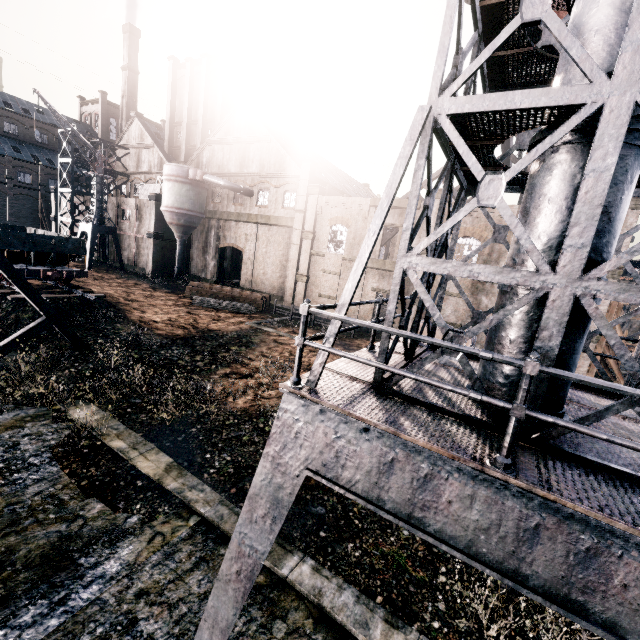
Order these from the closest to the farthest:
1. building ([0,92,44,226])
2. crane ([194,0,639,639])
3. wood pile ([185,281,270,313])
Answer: crane ([194,0,639,639])
wood pile ([185,281,270,313])
building ([0,92,44,226])

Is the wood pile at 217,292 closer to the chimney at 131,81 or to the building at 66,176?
the building at 66,176

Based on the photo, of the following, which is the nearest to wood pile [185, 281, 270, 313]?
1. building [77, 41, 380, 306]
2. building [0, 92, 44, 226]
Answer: building [77, 41, 380, 306]

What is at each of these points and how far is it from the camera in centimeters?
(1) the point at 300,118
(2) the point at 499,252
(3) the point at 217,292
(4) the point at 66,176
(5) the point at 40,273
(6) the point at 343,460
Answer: (1) chimney, 5359cm
(2) building, 2517cm
(3) wood pile, 3444cm
(4) building, 4366cm
(5) rail car, 2258cm
(6) crane, 420cm

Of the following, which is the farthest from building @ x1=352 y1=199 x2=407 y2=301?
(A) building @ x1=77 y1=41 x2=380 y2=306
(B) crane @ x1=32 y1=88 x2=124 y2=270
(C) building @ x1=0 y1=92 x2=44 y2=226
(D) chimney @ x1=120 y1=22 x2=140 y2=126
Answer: (B) crane @ x1=32 y1=88 x2=124 y2=270

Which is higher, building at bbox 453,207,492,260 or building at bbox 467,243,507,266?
building at bbox 453,207,492,260

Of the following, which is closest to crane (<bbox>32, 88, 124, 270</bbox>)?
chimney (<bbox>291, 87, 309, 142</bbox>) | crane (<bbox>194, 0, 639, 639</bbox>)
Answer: chimney (<bbox>291, 87, 309, 142</bbox>)

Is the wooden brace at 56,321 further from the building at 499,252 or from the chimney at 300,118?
the building at 499,252
